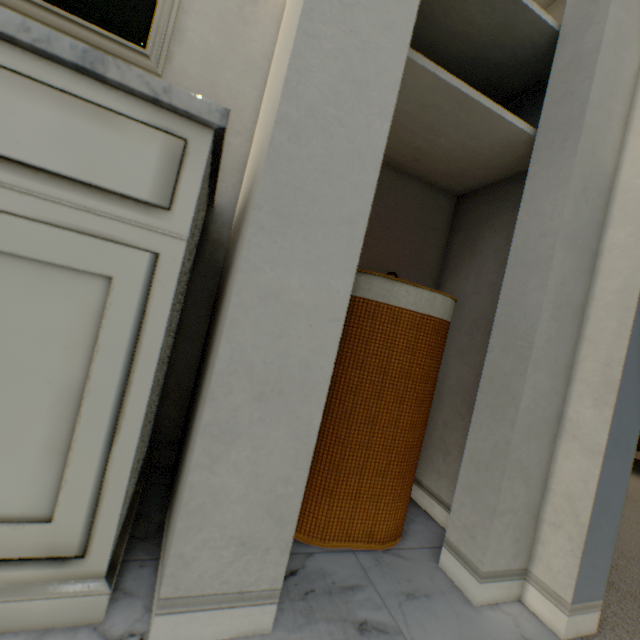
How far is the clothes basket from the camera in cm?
81

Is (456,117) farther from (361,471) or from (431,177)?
(361,471)

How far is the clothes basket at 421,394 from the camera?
0.8 meters
